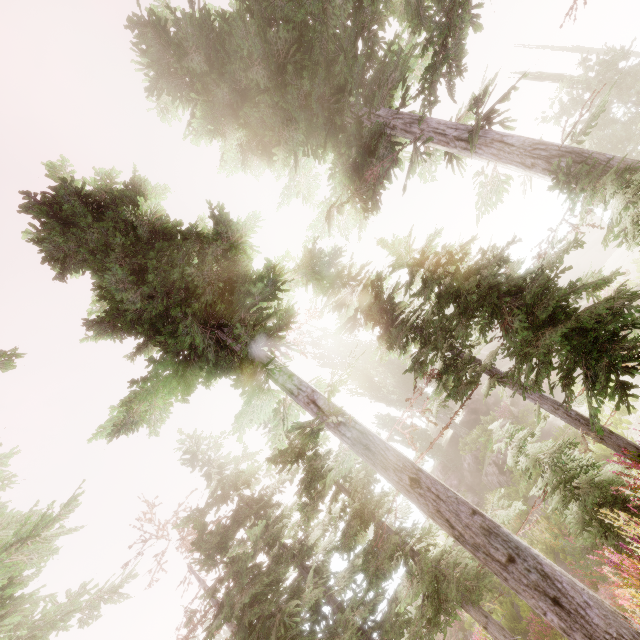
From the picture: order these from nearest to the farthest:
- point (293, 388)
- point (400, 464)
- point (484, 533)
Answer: point (484, 533) < point (400, 464) < point (293, 388)

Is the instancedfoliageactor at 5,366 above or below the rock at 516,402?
above

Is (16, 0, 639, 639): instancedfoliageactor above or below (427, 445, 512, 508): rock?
above

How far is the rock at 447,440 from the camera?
32.8m

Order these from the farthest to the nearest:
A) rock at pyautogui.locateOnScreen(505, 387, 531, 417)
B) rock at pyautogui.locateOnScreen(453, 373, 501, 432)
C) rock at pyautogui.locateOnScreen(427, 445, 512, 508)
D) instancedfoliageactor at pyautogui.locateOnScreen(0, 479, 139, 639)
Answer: rock at pyautogui.locateOnScreen(453, 373, 501, 432) → rock at pyautogui.locateOnScreen(505, 387, 531, 417) → rock at pyautogui.locateOnScreen(427, 445, 512, 508) → instancedfoliageactor at pyautogui.locateOnScreen(0, 479, 139, 639)

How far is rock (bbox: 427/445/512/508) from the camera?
23.4m

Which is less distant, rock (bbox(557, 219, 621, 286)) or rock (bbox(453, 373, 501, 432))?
rock (bbox(453, 373, 501, 432))

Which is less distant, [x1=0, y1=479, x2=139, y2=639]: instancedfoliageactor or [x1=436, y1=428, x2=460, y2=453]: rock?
[x1=0, y1=479, x2=139, y2=639]: instancedfoliageactor
